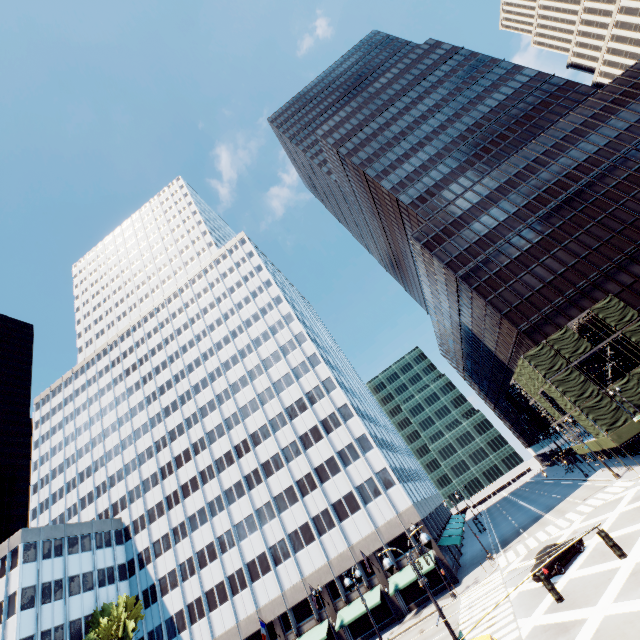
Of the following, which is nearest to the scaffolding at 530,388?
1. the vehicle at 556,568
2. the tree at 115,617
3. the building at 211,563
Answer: the vehicle at 556,568

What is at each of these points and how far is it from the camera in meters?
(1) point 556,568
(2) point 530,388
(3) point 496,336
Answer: (1) vehicle, 23.2 m
(2) scaffolding, 46.8 m
(3) building, 56.5 m

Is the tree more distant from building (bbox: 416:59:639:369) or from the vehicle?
building (bbox: 416:59:639:369)

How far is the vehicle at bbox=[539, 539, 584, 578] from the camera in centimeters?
2305cm

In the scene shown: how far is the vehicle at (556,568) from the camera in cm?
2305

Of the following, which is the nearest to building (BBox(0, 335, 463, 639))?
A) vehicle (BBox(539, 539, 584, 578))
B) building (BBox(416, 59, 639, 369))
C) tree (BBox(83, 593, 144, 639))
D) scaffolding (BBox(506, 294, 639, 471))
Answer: tree (BBox(83, 593, 144, 639))

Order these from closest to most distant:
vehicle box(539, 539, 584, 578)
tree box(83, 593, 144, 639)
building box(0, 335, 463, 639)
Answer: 1. vehicle box(539, 539, 584, 578)
2. tree box(83, 593, 144, 639)
3. building box(0, 335, 463, 639)
